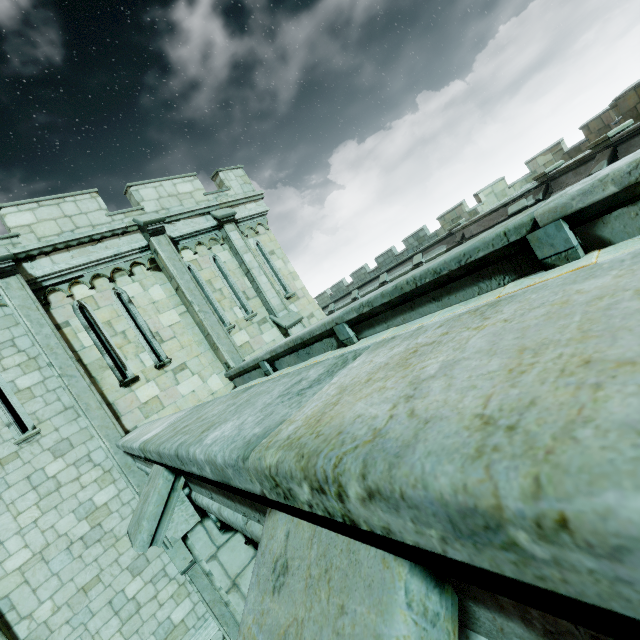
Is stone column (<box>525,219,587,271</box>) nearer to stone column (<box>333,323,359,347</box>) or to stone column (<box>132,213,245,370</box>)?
stone column (<box>333,323,359,347</box>)

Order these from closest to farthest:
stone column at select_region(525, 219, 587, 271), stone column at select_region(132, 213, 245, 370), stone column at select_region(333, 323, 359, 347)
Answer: stone column at select_region(525, 219, 587, 271) < stone column at select_region(333, 323, 359, 347) < stone column at select_region(132, 213, 245, 370)

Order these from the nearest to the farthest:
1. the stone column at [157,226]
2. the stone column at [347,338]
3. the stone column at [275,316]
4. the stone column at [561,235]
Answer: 1. the stone column at [561,235]
2. the stone column at [347,338]
3. the stone column at [157,226]
4. the stone column at [275,316]

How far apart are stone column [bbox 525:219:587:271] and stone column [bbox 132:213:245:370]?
→ 8.43m

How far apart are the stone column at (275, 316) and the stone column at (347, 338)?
5.76m

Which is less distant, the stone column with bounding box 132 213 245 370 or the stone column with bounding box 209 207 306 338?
the stone column with bounding box 132 213 245 370

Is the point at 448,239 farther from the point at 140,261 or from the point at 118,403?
the point at 118,403

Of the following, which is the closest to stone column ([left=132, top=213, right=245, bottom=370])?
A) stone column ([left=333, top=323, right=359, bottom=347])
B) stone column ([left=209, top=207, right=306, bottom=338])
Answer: stone column ([left=209, top=207, right=306, bottom=338])
